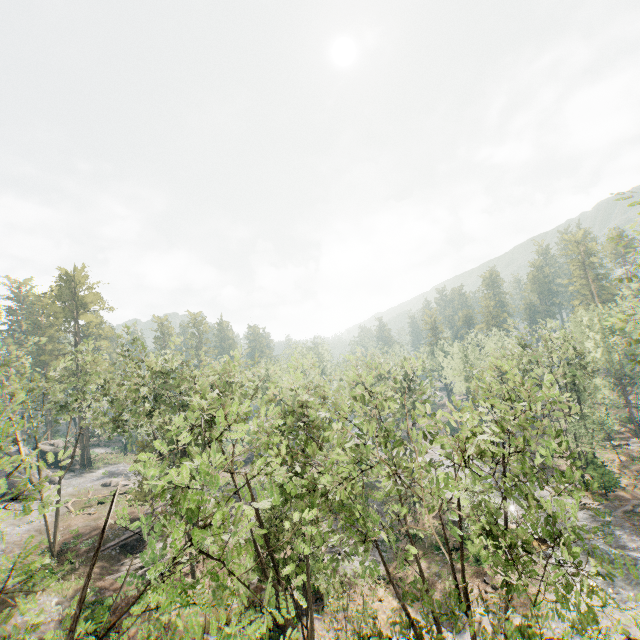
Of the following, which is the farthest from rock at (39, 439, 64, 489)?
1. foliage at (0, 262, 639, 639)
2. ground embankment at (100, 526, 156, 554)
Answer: ground embankment at (100, 526, 156, 554)

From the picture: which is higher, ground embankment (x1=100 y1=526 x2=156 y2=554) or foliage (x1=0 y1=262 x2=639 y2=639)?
foliage (x1=0 y1=262 x2=639 y2=639)

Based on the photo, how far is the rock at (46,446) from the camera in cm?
4568

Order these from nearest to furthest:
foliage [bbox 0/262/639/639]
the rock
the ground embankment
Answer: foliage [bbox 0/262/639/639], the ground embankment, the rock

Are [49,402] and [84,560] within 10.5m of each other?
no

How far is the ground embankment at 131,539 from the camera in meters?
30.3

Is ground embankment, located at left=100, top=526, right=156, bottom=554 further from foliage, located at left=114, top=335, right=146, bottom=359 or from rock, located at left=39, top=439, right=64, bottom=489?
rock, located at left=39, top=439, right=64, bottom=489

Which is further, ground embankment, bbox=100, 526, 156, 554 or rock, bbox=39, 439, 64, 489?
rock, bbox=39, 439, 64, 489
